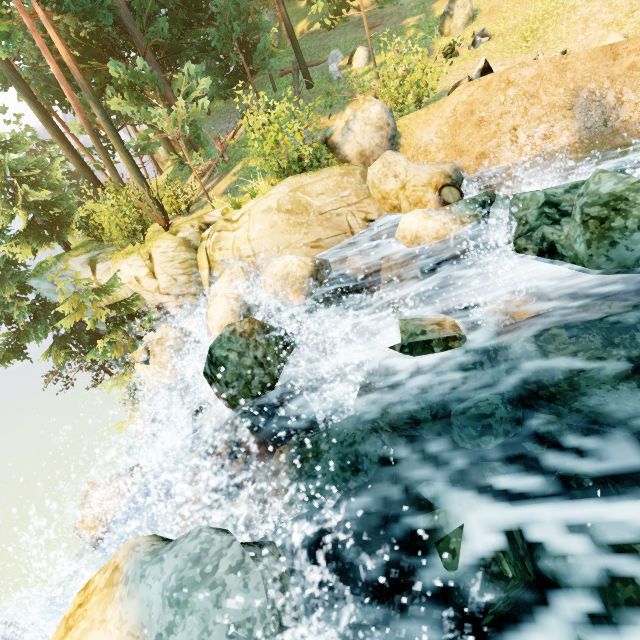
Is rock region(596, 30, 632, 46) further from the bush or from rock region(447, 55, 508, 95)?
the bush

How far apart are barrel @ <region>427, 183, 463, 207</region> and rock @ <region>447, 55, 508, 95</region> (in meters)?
4.12

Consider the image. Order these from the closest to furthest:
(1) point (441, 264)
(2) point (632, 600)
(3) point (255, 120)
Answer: (2) point (632, 600)
(1) point (441, 264)
(3) point (255, 120)

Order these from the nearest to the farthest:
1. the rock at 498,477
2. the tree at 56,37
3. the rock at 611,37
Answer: the rock at 498,477 < the rock at 611,37 < the tree at 56,37

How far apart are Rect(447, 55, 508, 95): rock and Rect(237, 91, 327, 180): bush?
4.11m

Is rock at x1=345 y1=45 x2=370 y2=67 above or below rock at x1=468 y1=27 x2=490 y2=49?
above

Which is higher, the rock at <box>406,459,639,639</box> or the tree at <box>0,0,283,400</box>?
the tree at <box>0,0,283,400</box>

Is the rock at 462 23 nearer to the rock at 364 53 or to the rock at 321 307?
the rock at 364 53
